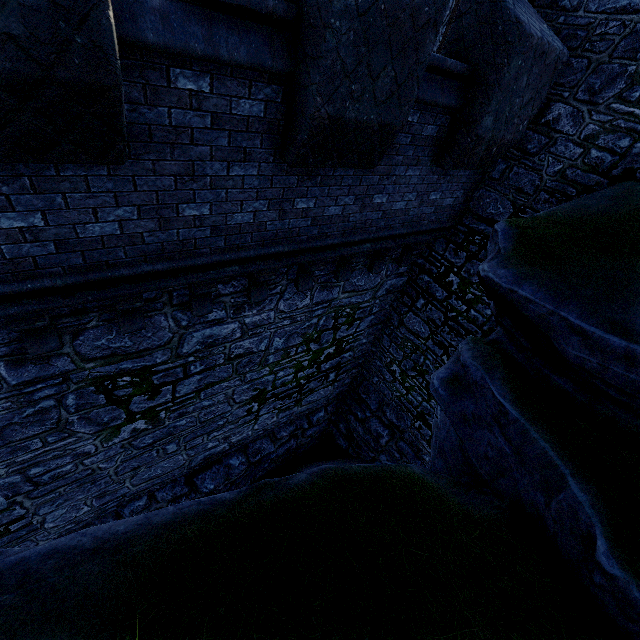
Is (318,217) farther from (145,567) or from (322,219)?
(145,567)
